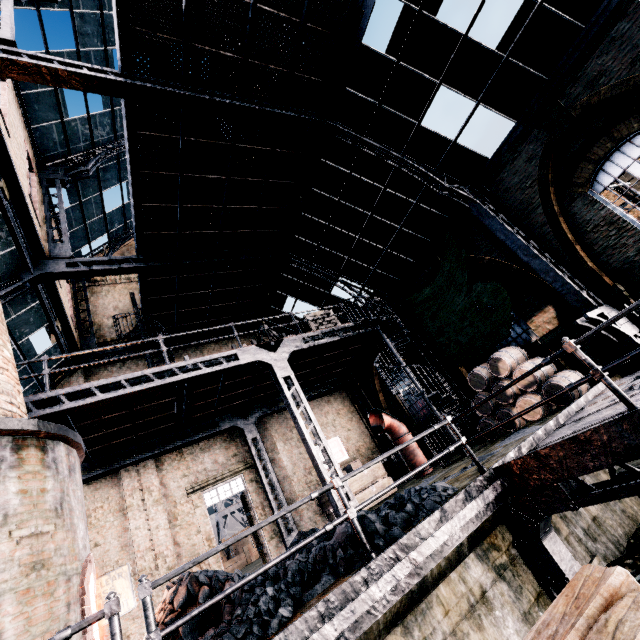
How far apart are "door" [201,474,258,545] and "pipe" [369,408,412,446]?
6.41m

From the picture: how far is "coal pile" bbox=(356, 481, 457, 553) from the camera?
5.2m

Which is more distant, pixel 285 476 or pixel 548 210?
pixel 285 476

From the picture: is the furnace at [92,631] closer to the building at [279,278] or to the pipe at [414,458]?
the building at [279,278]

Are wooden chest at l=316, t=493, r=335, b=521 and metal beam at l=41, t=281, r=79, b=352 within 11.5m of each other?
Answer: no

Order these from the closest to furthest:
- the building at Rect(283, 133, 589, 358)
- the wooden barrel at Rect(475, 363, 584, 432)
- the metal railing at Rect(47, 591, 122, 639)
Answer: the metal railing at Rect(47, 591, 122, 639) < the wooden barrel at Rect(475, 363, 584, 432) < the building at Rect(283, 133, 589, 358)

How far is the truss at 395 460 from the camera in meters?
16.9
